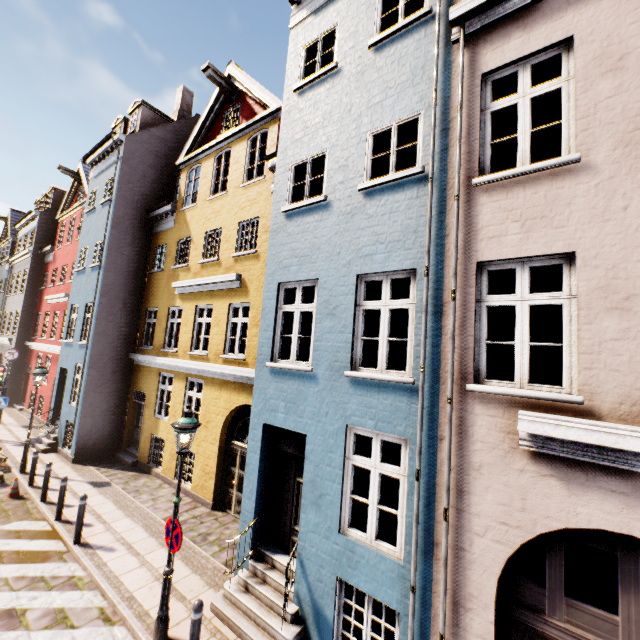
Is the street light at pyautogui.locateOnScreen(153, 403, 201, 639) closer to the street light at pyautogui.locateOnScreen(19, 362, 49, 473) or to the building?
the building

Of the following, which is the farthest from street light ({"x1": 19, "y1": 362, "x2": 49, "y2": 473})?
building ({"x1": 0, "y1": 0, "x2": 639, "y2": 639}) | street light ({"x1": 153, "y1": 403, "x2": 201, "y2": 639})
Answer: street light ({"x1": 153, "y1": 403, "x2": 201, "y2": 639})

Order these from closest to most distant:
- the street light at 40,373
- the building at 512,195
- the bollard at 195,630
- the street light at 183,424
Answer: the building at 512,195 < the bollard at 195,630 < the street light at 183,424 < the street light at 40,373

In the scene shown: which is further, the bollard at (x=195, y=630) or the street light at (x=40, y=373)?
the street light at (x=40, y=373)

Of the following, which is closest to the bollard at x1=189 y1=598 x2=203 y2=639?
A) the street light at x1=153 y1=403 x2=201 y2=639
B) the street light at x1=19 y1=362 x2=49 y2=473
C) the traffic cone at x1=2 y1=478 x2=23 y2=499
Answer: the street light at x1=153 y1=403 x2=201 y2=639

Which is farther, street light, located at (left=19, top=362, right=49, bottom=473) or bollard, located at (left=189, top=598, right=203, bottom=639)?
street light, located at (left=19, top=362, right=49, bottom=473)

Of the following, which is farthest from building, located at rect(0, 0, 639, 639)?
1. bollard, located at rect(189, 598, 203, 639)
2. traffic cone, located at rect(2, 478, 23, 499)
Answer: traffic cone, located at rect(2, 478, 23, 499)

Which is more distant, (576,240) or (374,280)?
(374,280)
